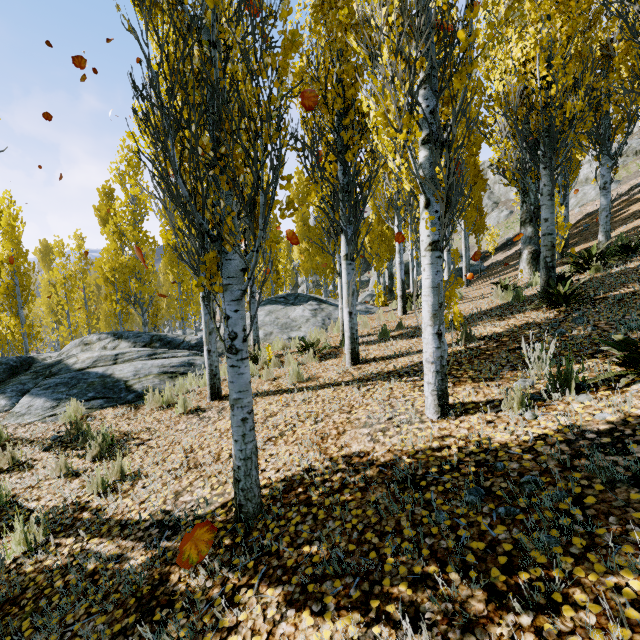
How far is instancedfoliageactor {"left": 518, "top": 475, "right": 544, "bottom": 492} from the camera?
2.18m

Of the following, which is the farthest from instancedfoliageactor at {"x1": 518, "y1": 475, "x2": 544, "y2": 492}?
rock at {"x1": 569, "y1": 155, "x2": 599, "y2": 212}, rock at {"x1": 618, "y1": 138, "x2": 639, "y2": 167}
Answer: rock at {"x1": 618, "y1": 138, "x2": 639, "y2": 167}

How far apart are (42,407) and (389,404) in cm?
694

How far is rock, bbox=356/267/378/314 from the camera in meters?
13.0 m

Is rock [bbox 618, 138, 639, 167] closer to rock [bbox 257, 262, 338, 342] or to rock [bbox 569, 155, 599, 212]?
rock [bbox 569, 155, 599, 212]

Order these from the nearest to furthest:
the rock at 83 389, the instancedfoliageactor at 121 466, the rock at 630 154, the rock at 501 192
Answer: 1. the instancedfoliageactor at 121 466
2. the rock at 83 389
3. the rock at 630 154
4. the rock at 501 192

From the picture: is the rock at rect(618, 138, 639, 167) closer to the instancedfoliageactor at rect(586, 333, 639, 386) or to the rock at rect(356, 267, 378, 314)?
the rock at rect(356, 267, 378, 314)

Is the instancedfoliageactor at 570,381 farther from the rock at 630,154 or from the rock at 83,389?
the rock at 630,154
